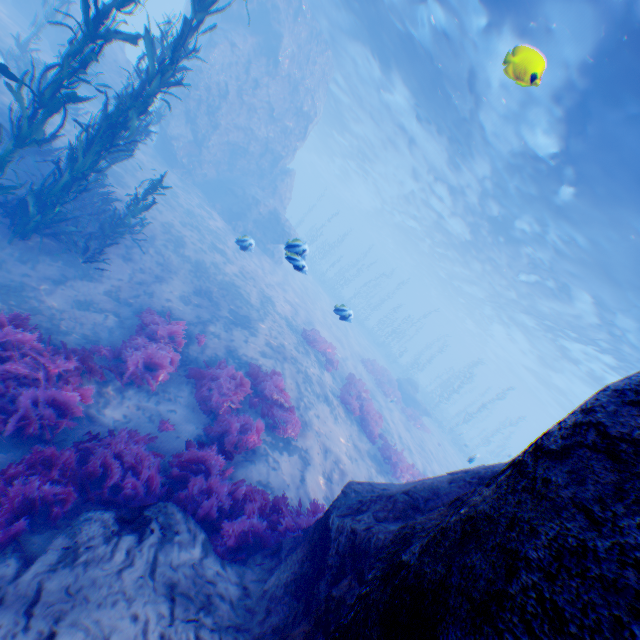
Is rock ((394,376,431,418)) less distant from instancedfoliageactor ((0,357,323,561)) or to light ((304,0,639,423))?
light ((304,0,639,423))

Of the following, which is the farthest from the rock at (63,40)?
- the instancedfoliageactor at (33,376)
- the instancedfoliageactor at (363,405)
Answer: the instancedfoliageactor at (363,405)

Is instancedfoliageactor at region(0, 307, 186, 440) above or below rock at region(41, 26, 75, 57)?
below

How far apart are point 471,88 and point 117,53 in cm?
1793

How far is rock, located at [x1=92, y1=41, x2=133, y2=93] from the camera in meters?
16.5 m

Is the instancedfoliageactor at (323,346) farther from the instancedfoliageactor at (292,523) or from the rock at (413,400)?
the rock at (413,400)

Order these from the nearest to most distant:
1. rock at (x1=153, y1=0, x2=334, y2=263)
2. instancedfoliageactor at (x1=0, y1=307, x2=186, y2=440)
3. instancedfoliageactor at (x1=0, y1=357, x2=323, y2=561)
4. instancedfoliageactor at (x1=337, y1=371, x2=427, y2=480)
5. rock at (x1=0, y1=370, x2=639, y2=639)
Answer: rock at (x1=0, y1=370, x2=639, y2=639), instancedfoliageactor at (x1=0, y1=357, x2=323, y2=561), instancedfoliageactor at (x1=0, y1=307, x2=186, y2=440), instancedfoliageactor at (x1=337, y1=371, x2=427, y2=480), rock at (x1=153, y1=0, x2=334, y2=263)

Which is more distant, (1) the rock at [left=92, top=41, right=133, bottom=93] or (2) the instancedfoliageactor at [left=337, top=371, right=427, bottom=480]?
(1) the rock at [left=92, top=41, right=133, bottom=93]
